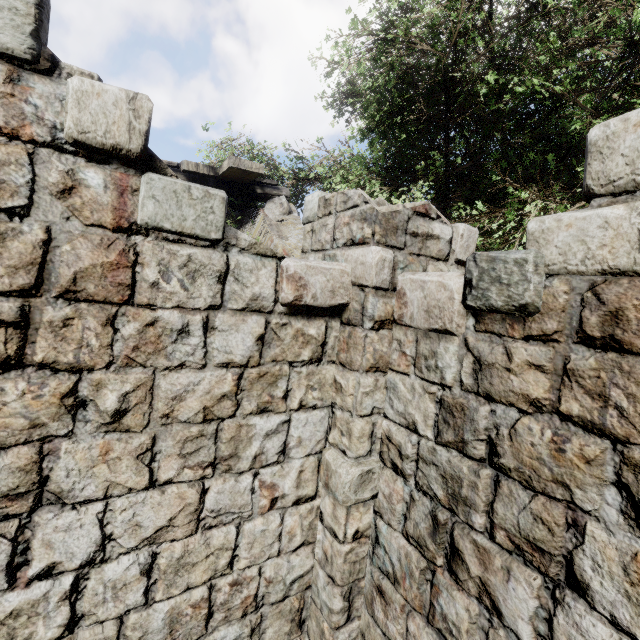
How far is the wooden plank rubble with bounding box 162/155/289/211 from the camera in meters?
Result: 5.1 m

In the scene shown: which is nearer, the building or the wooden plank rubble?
the building

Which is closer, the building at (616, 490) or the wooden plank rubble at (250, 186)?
the building at (616, 490)

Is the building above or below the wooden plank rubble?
below

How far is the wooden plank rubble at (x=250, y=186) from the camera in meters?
5.1 m

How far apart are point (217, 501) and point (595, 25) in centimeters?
803cm
